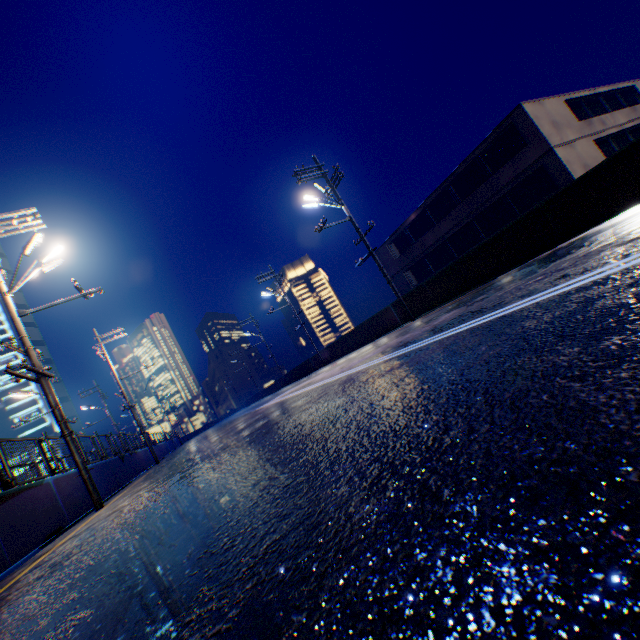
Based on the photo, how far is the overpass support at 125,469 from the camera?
11.18m

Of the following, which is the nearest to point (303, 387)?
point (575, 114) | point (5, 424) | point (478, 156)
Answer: point (478, 156)

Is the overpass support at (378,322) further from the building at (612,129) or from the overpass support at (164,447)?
the building at (612,129)

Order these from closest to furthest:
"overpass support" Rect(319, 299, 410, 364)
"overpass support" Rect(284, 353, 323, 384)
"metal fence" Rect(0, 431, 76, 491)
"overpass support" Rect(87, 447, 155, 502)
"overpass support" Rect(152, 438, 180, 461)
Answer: "metal fence" Rect(0, 431, 76, 491)
"overpass support" Rect(87, 447, 155, 502)
"overpass support" Rect(319, 299, 410, 364)
"overpass support" Rect(152, 438, 180, 461)
"overpass support" Rect(284, 353, 323, 384)

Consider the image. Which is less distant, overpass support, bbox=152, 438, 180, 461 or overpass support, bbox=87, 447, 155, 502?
overpass support, bbox=87, 447, 155, 502

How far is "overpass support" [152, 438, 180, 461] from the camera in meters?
26.1

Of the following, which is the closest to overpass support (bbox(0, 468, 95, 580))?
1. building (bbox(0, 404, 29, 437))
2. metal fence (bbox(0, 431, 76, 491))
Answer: metal fence (bbox(0, 431, 76, 491))
